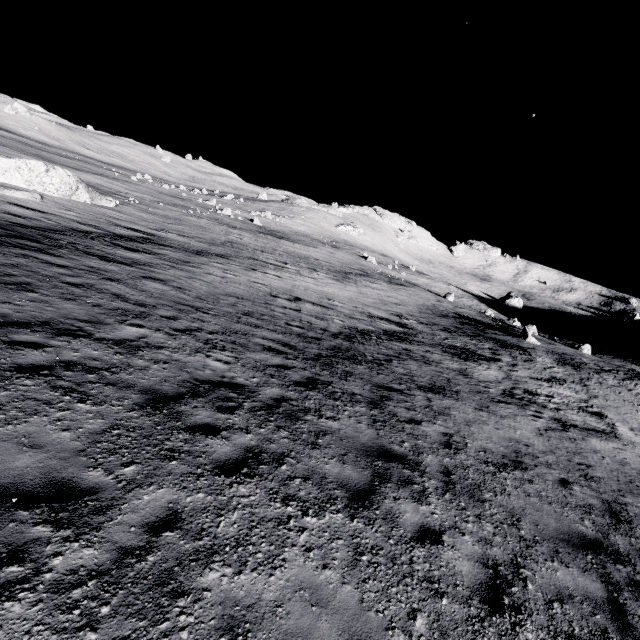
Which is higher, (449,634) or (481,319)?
(449,634)
